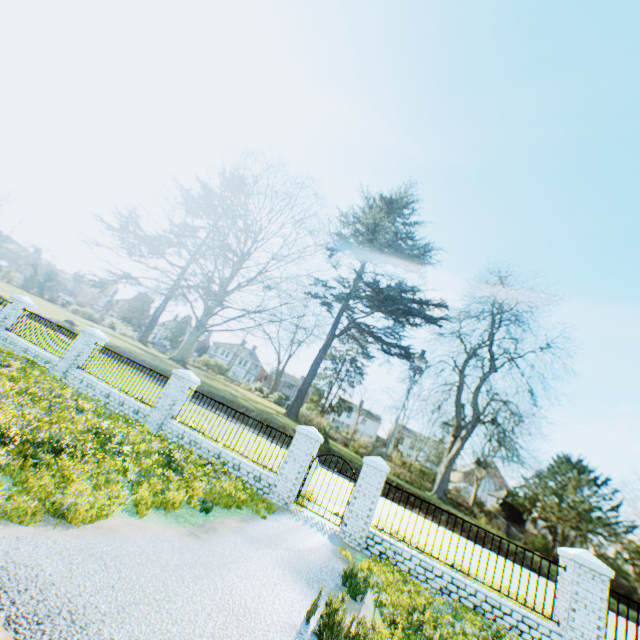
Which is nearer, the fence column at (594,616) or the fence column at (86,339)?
the fence column at (594,616)

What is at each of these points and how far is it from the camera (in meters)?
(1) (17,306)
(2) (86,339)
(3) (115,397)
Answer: (1) fence column, 16.17
(2) fence column, 14.30
(3) fence, 12.78

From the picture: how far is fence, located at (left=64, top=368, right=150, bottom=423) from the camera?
12.3m

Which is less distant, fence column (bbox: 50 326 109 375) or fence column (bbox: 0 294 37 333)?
fence column (bbox: 50 326 109 375)

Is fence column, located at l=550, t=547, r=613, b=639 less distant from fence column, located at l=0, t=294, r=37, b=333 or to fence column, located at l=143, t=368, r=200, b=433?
fence column, located at l=143, t=368, r=200, b=433

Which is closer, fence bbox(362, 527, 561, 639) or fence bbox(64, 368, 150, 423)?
fence bbox(362, 527, 561, 639)

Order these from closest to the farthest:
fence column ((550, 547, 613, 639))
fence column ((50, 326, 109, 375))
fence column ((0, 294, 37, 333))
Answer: fence column ((550, 547, 613, 639)), fence column ((50, 326, 109, 375)), fence column ((0, 294, 37, 333))

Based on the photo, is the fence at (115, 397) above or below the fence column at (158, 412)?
below
